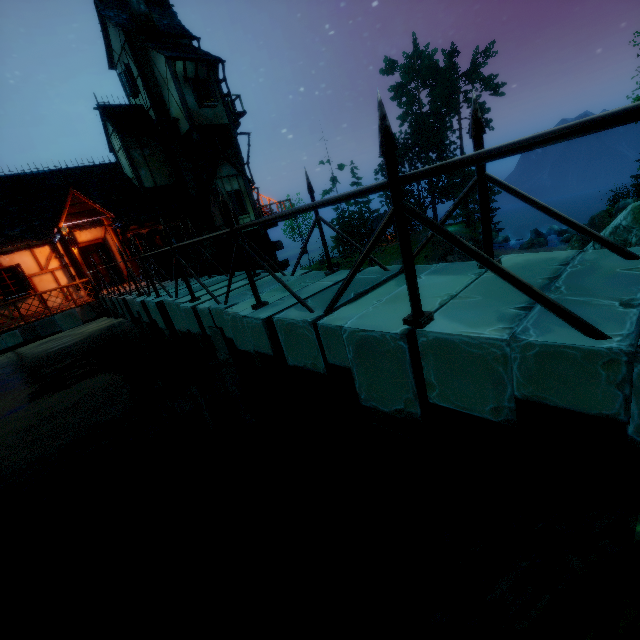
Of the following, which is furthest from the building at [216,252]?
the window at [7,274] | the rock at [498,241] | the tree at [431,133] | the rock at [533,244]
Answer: the rock at [498,241]

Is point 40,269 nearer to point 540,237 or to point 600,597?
point 600,597

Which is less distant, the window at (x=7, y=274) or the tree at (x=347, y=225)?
the window at (x=7, y=274)

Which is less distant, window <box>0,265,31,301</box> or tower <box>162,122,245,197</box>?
window <box>0,265,31,301</box>

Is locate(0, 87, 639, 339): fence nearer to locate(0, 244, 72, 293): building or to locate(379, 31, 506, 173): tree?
locate(0, 244, 72, 293): building

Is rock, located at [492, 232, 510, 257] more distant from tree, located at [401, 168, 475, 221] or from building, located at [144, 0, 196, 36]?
building, located at [144, 0, 196, 36]

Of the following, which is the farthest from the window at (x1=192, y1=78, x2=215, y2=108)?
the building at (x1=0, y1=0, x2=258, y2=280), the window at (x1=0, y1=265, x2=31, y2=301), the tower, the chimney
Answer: the window at (x1=0, y1=265, x2=31, y2=301)

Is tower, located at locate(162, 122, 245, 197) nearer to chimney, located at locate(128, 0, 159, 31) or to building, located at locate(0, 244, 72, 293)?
building, located at locate(0, 244, 72, 293)
